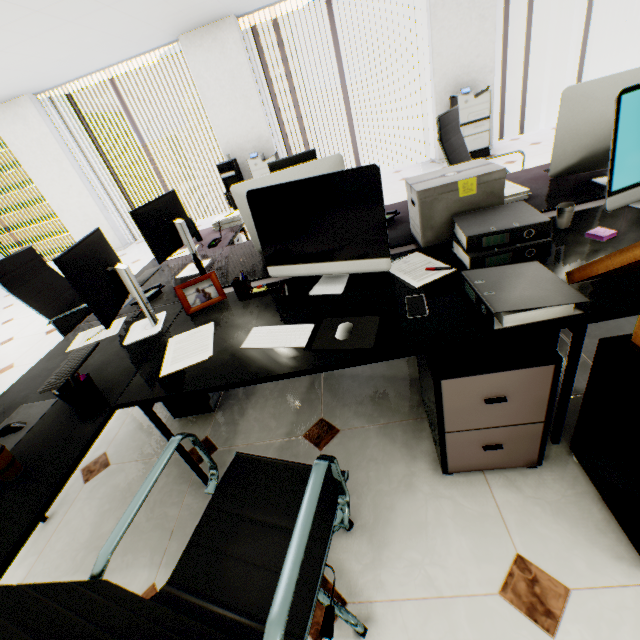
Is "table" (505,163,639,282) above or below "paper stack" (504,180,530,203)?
below

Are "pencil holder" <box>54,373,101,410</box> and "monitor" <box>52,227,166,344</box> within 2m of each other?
yes

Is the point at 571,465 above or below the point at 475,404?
below

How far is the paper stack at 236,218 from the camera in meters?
3.2

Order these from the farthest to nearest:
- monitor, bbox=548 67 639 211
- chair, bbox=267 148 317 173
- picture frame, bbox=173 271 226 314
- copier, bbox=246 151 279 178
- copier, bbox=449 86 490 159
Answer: copier, bbox=246 151 279 178
copier, bbox=449 86 490 159
chair, bbox=267 148 317 173
picture frame, bbox=173 271 226 314
monitor, bbox=548 67 639 211

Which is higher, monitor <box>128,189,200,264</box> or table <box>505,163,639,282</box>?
monitor <box>128,189,200,264</box>

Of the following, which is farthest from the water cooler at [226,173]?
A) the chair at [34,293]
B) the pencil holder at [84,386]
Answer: the pencil holder at [84,386]

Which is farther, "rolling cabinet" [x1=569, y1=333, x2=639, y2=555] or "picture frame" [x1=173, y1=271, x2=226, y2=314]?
"picture frame" [x1=173, y1=271, x2=226, y2=314]
